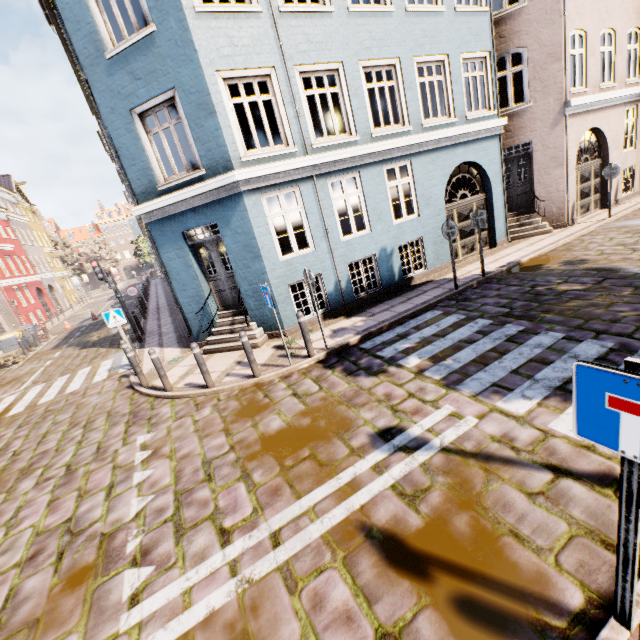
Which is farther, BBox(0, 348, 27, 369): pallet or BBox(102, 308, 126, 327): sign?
BBox(0, 348, 27, 369): pallet

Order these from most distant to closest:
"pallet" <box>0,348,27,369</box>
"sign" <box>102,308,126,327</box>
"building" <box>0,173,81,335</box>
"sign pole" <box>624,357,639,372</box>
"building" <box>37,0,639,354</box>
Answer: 1. "building" <box>0,173,81,335</box>
2. "pallet" <box>0,348,27,369</box>
3. "sign" <box>102,308,126,327</box>
4. "building" <box>37,0,639,354</box>
5. "sign pole" <box>624,357,639,372</box>

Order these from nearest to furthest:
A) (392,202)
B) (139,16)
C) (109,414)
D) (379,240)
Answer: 1. (109,414)
2. (379,240)
3. (139,16)
4. (392,202)

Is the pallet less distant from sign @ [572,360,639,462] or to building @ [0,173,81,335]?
building @ [0,173,81,335]

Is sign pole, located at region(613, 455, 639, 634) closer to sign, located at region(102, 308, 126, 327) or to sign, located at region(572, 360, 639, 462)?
sign, located at region(572, 360, 639, 462)

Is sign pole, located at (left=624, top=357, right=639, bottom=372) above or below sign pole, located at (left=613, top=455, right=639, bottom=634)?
above

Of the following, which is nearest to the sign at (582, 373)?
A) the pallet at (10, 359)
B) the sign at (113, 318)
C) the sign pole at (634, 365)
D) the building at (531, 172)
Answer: the sign pole at (634, 365)
